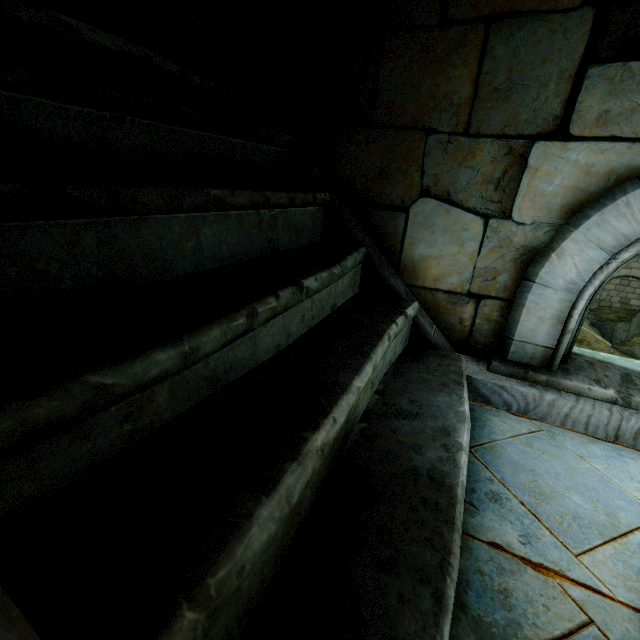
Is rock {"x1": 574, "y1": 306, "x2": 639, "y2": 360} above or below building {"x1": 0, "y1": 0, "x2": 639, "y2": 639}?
below

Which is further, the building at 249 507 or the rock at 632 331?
the rock at 632 331

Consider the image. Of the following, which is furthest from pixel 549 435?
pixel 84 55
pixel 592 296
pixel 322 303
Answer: pixel 84 55

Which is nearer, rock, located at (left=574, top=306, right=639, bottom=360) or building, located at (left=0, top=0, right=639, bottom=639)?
building, located at (left=0, top=0, right=639, bottom=639)

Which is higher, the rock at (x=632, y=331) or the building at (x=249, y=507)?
the building at (x=249, y=507)
